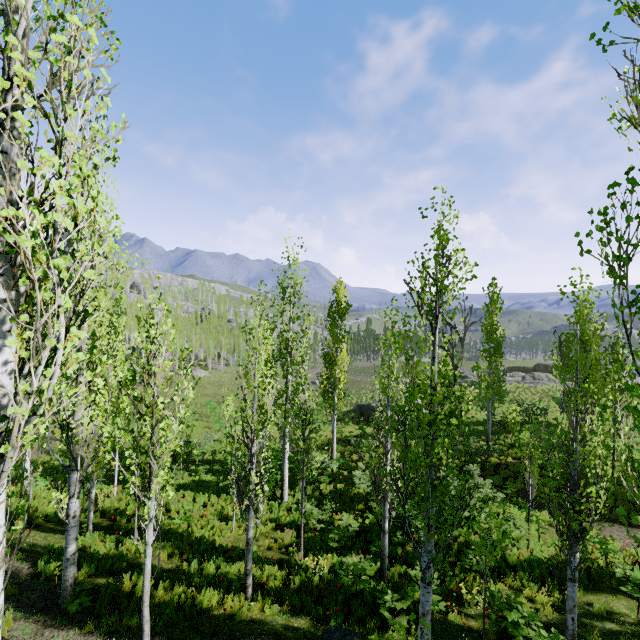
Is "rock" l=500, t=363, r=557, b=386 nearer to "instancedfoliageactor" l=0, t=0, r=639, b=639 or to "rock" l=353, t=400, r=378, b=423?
"instancedfoliageactor" l=0, t=0, r=639, b=639

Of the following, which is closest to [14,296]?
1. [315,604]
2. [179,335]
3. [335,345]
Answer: [315,604]

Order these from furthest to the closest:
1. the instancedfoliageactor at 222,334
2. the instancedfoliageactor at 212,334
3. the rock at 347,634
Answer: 1. the instancedfoliageactor at 222,334
2. the instancedfoliageactor at 212,334
3. the rock at 347,634

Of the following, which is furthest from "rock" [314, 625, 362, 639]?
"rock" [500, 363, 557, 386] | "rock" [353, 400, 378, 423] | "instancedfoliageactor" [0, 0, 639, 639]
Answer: "rock" [500, 363, 557, 386]

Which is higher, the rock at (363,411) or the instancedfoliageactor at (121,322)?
the instancedfoliageactor at (121,322)

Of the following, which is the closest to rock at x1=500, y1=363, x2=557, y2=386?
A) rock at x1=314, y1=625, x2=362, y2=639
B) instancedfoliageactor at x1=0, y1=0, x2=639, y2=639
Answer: instancedfoliageactor at x1=0, y1=0, x2=639, y2=639

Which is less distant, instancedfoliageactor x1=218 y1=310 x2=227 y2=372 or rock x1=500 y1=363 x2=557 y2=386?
rock x1=500 y1=363 x2=557 y2=386
